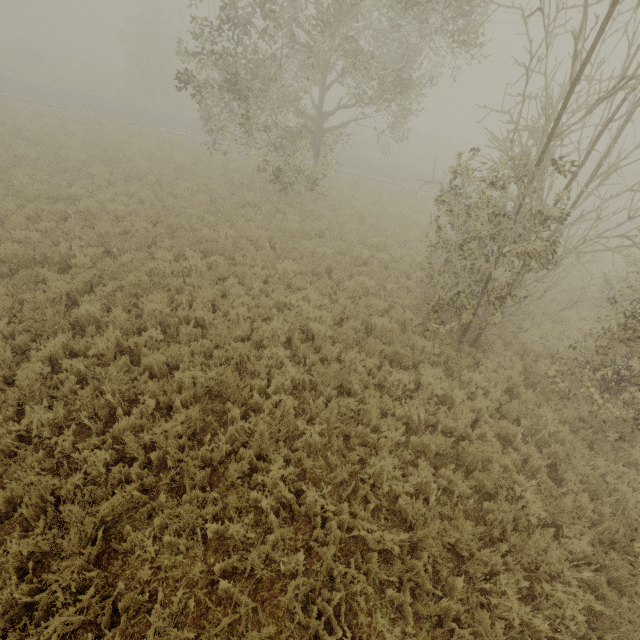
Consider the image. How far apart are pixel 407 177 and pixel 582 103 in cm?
1724
